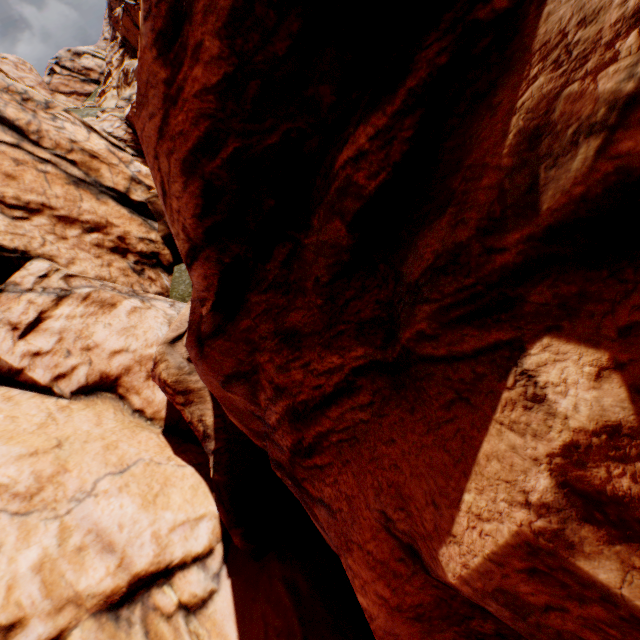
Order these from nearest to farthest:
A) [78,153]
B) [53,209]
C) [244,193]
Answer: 1. [244,193]
2. [53,209]
3. [78,153]
